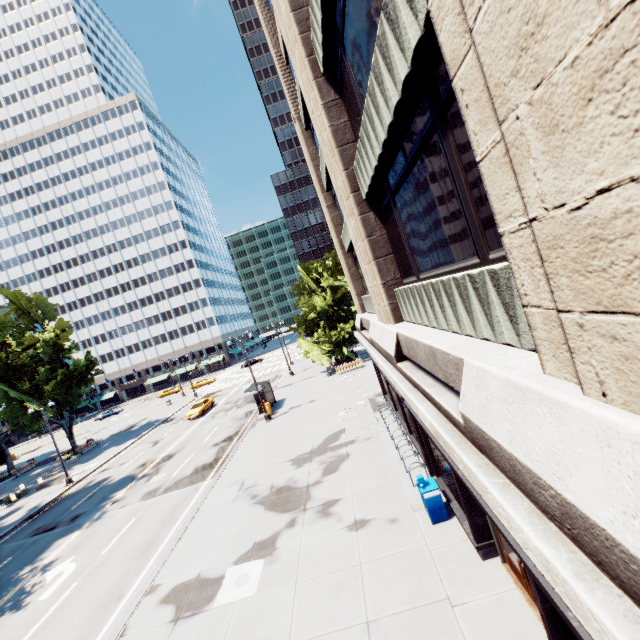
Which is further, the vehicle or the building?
the vehicle

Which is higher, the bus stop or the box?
the bus stop

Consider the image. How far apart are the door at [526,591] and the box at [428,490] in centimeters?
187cm

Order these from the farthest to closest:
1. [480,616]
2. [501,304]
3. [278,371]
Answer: [278,371]
[480,616]
[501,304]

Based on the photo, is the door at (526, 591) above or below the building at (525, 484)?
below

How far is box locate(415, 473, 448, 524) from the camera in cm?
979

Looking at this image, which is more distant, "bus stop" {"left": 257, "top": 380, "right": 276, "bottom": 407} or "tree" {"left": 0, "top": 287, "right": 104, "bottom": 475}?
"tree" {"left": 0, "top": 287, "right": 104, "bottom": 475}

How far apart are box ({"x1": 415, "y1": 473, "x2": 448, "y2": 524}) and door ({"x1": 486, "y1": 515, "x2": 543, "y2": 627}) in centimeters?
187cm
